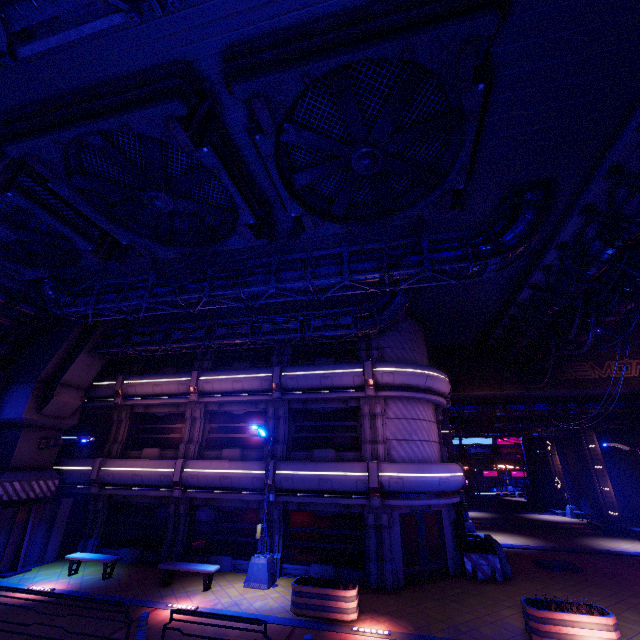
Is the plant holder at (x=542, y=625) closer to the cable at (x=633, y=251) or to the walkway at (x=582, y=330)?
the cable at (x=633, y=251)

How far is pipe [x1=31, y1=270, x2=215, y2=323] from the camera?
11.8 meters

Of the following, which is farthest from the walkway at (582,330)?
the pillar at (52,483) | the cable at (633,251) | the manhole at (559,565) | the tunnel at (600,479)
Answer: the pillar at (52,483)

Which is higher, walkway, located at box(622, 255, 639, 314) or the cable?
the cable

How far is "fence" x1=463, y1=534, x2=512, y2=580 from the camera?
14.22m

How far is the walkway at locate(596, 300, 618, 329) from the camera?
13.1 meters

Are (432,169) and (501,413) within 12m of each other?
no

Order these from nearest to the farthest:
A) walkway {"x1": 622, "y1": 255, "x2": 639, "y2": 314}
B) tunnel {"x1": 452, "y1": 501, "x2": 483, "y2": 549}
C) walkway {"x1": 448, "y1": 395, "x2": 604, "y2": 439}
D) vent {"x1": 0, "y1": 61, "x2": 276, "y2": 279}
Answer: vent {"x1": 0, "y1": 61, "x2": 276, "y2": 279}
walkway {"x1": 622, "y1": 255, "x2": 639, "y2": 314}
tunnel {"x1": 452, "y1": 501, "x2": 483, "y2": 549}
walkway {"x1": 448, "y1": 395, "x2": 604, "y2": 439}
